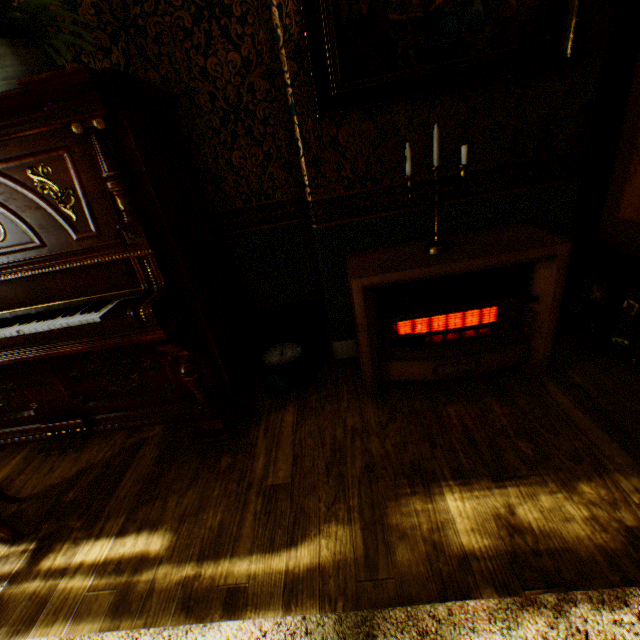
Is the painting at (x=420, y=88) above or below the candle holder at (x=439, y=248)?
above

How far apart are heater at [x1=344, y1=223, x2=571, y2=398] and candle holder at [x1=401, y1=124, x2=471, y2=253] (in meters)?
0.03

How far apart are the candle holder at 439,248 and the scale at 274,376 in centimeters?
104cm

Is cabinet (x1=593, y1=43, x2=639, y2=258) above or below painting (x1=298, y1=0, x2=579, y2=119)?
below

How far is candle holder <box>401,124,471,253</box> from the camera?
1.7 meters

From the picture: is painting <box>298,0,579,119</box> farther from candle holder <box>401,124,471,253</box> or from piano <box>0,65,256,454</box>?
piano <box>0,65,256,454</box>

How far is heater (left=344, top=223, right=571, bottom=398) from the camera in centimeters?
180cm

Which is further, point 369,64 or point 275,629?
point 369,64
